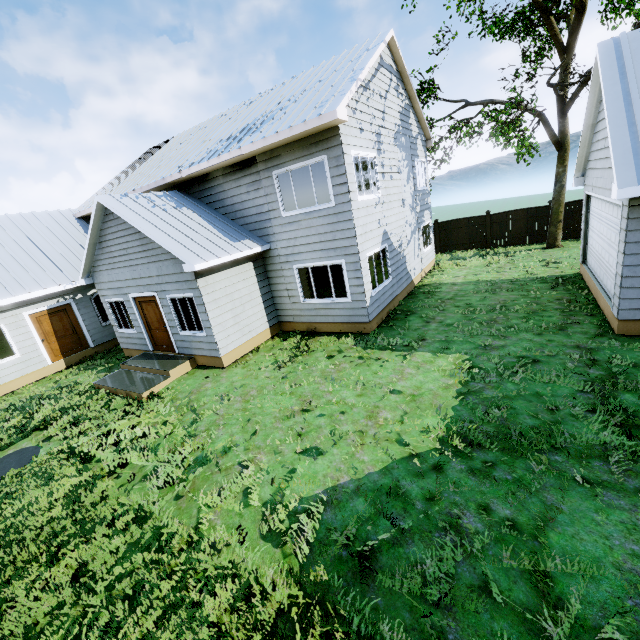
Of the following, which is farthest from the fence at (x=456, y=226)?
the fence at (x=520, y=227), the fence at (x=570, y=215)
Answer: the fence at (x=570, y=215)

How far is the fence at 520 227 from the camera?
18.2m

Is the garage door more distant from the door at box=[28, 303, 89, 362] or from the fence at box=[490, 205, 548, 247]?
the door at box=[28, 303, 89, 362]

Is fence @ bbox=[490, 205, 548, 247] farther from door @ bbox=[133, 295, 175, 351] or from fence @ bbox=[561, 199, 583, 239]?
door @ bbox=[133, 295, 175, 351]

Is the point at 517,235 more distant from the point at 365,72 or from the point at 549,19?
the point at 365,72

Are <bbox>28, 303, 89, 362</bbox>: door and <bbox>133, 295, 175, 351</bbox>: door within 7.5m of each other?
yes

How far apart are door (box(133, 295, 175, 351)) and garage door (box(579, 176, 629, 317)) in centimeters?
1243cm

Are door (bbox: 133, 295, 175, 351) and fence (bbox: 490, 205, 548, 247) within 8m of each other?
no
